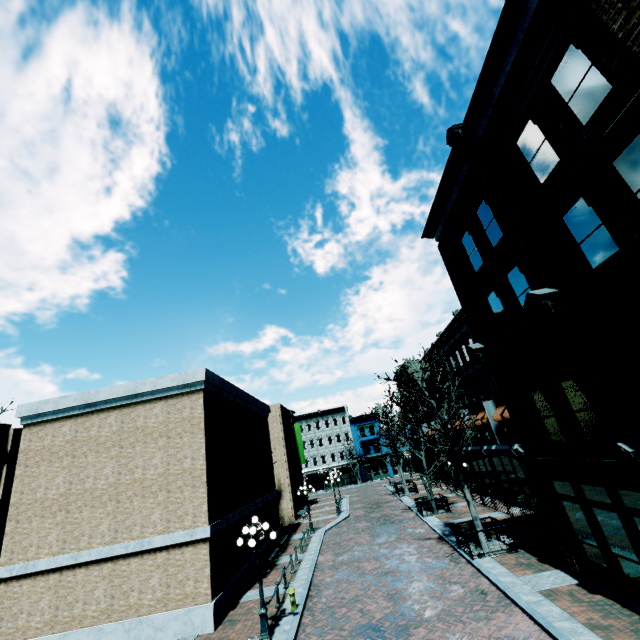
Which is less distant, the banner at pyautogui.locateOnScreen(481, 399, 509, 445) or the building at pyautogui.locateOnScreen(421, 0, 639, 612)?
the building at pyautogui.locateOnScreen(421, 0, 639, 612)

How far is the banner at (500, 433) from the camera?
21.25m

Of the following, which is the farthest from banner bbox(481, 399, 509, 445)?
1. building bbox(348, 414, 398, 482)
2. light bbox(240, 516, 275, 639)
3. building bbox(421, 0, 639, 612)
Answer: building bbox(348, 414, 398, 482)

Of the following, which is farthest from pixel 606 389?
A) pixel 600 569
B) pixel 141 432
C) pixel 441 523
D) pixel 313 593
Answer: pixel 141 432

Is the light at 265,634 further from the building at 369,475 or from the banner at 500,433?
the building at 369,475

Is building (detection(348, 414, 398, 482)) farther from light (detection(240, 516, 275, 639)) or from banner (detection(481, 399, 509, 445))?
light (detection(240, 516, 275, 639))
